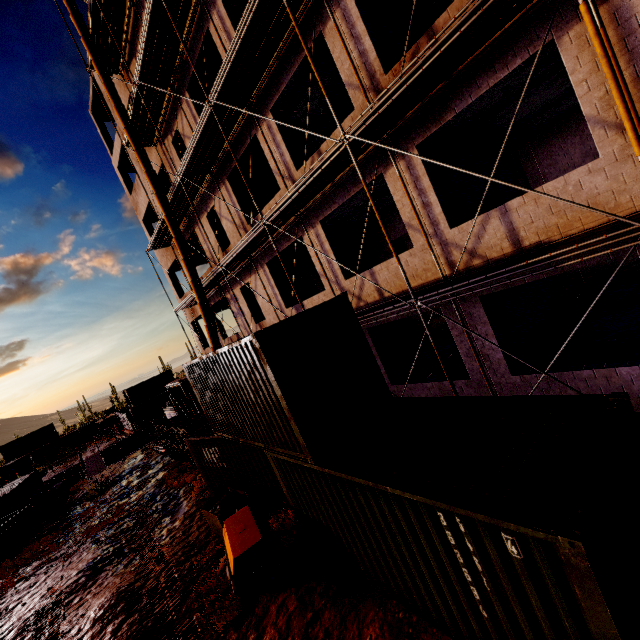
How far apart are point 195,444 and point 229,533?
5.2 meters

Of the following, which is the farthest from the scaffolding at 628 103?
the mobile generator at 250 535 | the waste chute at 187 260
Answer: the mobile generator at 250 535

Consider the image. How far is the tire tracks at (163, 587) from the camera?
7.4 meters

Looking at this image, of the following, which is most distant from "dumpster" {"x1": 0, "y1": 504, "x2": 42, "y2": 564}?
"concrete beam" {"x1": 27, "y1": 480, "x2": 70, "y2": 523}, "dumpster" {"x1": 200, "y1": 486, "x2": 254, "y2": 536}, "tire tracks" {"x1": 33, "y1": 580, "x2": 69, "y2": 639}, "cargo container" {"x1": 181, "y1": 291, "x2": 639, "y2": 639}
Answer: "dumpster" {"x1": 200, "y1": 486, "x2": 254, "y2": 536}

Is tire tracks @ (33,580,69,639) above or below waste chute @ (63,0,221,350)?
below

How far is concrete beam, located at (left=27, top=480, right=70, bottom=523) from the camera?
19.16m

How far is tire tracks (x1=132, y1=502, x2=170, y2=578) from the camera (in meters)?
9.53

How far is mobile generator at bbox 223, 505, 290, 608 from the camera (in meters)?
6.39
